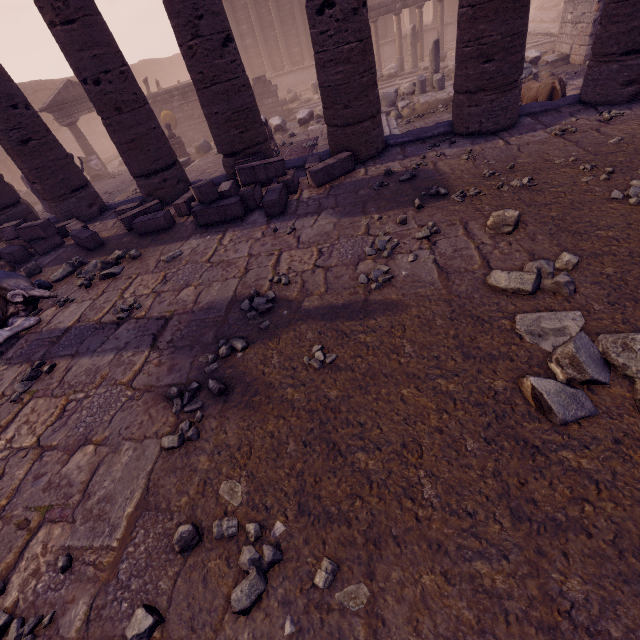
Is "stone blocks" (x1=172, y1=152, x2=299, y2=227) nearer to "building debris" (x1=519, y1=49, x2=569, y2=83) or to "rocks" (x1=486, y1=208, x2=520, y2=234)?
"rocks" (x1=486, y1=208, x2=520, y2=234)

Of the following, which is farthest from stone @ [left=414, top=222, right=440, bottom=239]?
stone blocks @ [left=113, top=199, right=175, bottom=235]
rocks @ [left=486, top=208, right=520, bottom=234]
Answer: stone blocks @ [left=113, top=199, right=175, bottom=235]

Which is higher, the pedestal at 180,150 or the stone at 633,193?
the stone at 633,193

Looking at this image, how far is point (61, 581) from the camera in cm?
193

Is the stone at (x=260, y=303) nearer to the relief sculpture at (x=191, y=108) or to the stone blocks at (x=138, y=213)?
the stone blocks at (x=138, y=213)

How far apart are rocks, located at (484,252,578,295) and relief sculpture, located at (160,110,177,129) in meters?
21.0

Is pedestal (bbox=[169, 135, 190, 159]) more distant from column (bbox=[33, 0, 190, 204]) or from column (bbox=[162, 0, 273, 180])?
column (bbox=[162, 0, 273, 180])

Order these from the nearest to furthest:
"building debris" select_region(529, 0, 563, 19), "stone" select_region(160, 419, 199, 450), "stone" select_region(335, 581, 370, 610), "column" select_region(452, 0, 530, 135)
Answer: "stone" select_region(335, 581, 370, 610) → "stone" select_region(160, 419, 199, 450) → "column" select_region(452, 0, 530, 135) → "building debris" select_region(529, 0, 563, 19)
